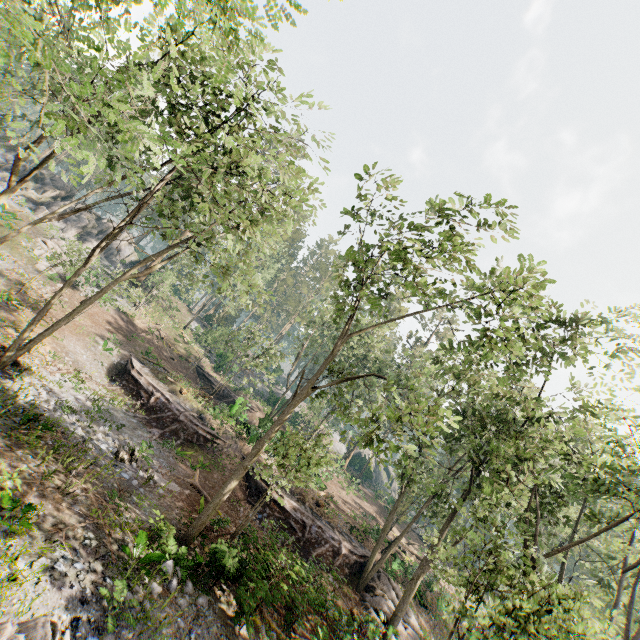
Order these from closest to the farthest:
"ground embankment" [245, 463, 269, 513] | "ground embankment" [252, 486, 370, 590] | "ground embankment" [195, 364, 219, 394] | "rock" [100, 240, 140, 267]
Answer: "ground embankment" [252, 486, 370, 590], "ground embankment" [245, 463, 269, 513], "ground embankment" [195, 364, 219, 394], "rock" [100, 240, 140, 267]

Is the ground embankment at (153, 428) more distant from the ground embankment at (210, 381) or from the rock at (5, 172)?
the rock at (5, 172)

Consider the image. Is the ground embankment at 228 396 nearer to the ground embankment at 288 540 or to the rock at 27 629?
the ground embankment at 288 540

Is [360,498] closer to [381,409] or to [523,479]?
[523,479]

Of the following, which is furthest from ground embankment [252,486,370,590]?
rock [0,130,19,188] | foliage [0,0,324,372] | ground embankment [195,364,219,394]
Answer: rock [0,130,19,188]

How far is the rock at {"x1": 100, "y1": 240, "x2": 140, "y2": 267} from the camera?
44.88m

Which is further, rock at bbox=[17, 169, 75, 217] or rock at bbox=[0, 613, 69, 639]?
rock at bbox=[17, 169, 75, 217]

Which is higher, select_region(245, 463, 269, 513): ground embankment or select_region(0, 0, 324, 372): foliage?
select_region(0, 0, 324, 372): foliage
